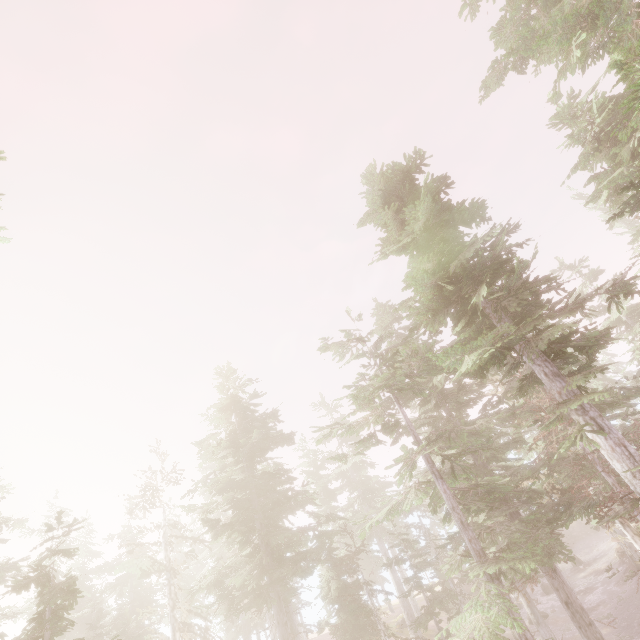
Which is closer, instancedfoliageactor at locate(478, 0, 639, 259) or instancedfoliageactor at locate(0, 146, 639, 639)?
instancedfoliageactor at locate(478, 0, 639, 259)

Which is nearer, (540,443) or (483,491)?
(483,491)

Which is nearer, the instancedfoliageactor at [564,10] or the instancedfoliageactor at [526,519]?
the instancedfoliageactor at [564,10]
